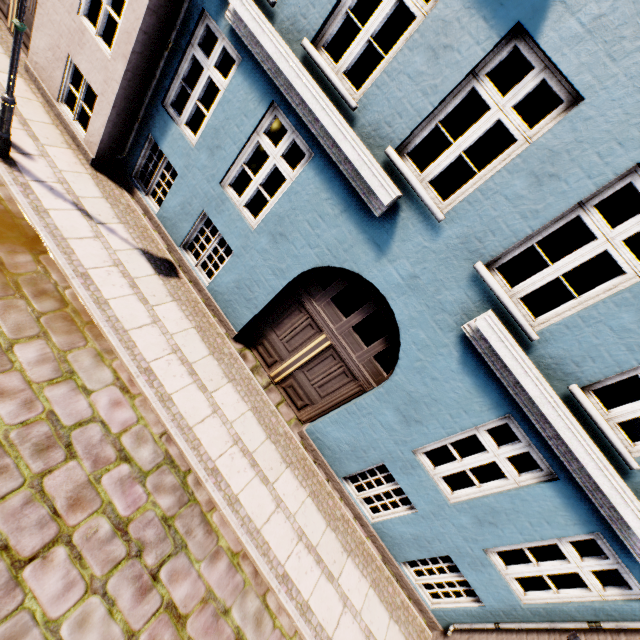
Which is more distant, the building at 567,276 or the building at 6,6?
the building at 6,6

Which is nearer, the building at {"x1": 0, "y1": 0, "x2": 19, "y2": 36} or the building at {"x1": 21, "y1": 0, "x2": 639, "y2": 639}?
the building at {"x1": 21, "y1": 0, "x2": 639, "y2": 639}

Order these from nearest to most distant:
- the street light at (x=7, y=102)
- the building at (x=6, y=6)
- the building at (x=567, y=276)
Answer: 1. the building at (x=567, y=276)
2. the street light at (x=7, y=102)
3. the building at (x=6, y=6)

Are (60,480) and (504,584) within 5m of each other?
no

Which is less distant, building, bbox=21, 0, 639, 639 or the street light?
building, bbox=21, 0, 639, 639

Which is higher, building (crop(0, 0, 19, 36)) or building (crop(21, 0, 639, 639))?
building (crop(21, 0, 639, 639))

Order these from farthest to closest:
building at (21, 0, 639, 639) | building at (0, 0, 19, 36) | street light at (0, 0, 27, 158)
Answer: building at (0, 0, 19, 36), street light at (0, 0, 27, 158), building at (21, 0, 639, 639)
